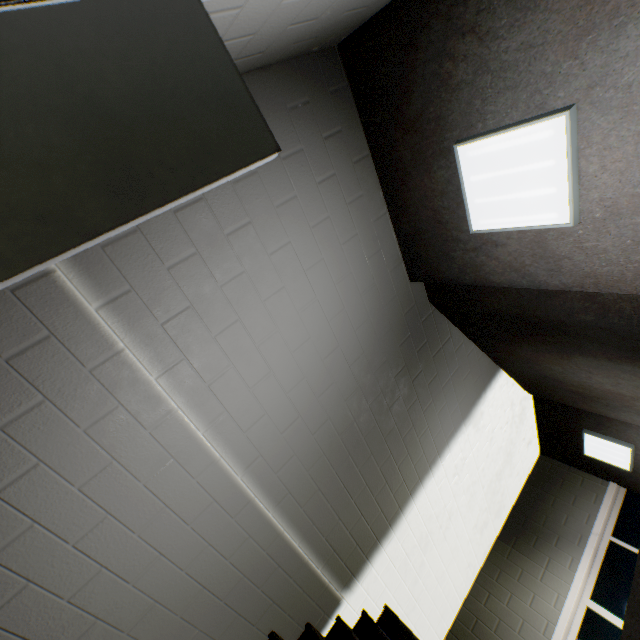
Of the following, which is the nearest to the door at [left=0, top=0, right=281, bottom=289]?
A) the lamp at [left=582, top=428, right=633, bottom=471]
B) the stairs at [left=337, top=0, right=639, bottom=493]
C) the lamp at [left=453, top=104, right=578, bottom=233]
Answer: the stairs at [left=337, top=0, right=639, bottom=493]

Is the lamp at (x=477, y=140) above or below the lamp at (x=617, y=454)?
below

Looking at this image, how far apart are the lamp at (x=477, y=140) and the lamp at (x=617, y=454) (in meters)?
4.16

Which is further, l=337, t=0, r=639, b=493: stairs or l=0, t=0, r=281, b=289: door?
l=337, t=0, r=639, b=493: stairs

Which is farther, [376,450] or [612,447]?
[612,447]

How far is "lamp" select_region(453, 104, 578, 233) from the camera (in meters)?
1.38

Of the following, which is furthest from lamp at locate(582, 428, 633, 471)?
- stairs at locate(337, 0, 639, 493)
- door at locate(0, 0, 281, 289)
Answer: door at locate(0, 0, 281, 289)
